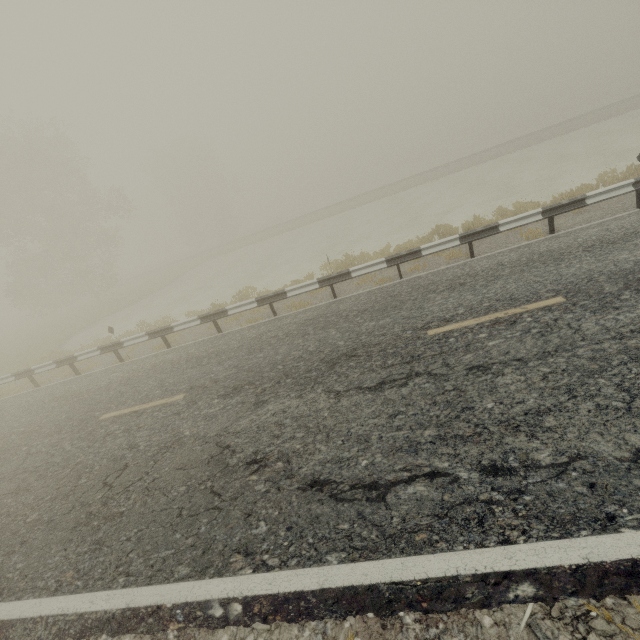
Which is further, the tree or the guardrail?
the tree

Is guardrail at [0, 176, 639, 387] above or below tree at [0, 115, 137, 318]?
below

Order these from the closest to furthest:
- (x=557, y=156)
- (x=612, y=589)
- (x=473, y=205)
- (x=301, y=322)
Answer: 1. (x=612, y=589)
2. (x=301, y=322)
3. (x=473, y=205)
4. (x=557, y=156)

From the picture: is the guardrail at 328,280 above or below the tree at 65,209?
below

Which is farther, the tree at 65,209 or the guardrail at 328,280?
the tree at 65,209
